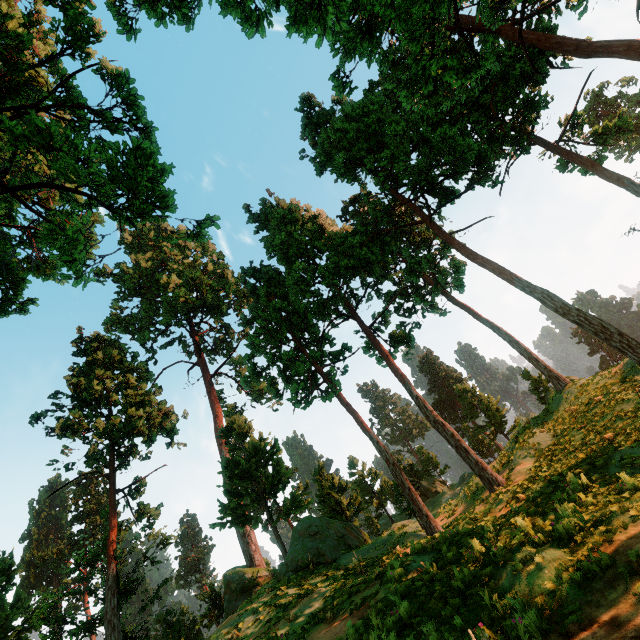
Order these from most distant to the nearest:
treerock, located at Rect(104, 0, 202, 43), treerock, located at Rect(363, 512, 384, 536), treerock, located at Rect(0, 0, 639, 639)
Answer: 1. treerock, located at Rect(363, 512, 384, 536)
2. treerock, located at Rect(104, 0, 202, 43)
3. treerock, located at Rect(0, 0, 639, 639)

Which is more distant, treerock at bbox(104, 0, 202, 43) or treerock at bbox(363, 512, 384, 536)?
treerock at bbox(363, 512, 384, 536)

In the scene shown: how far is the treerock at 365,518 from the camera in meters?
38.2 m

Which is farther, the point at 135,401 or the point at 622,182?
the point at 135,401

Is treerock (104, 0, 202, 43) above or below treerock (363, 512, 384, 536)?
above

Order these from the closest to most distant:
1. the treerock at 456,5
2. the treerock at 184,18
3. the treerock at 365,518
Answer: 1. the treerock at 456,5
2. the treerock at 184,18
3. the treerock at 365,518
